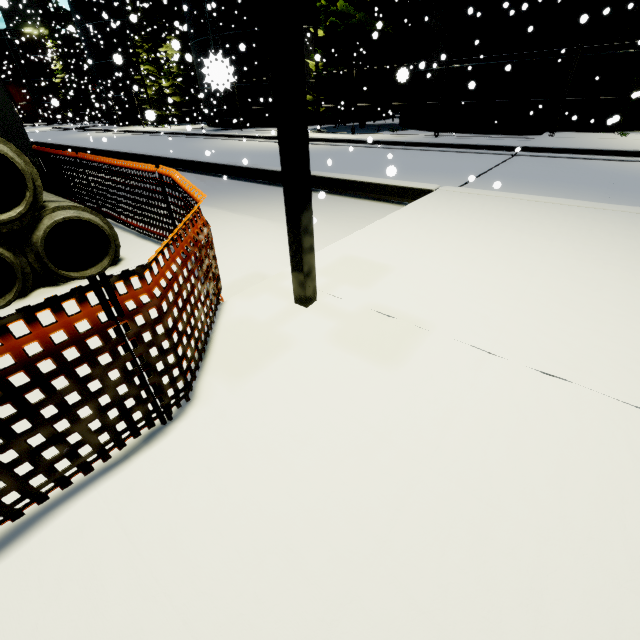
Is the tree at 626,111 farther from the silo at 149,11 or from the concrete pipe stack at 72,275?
the concrete pipe stack at 72,275

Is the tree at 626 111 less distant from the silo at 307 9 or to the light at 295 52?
the silo at 307 9

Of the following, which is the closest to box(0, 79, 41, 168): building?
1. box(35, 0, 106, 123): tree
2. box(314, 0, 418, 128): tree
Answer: box(314, 0, 418, 128): tree

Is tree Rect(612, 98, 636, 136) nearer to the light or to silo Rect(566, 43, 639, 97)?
silo Rect(566, 43, 639, 97)

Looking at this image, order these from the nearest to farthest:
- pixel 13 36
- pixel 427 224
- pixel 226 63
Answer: pixel 226 63, pixel 427 224, pixel 13 36

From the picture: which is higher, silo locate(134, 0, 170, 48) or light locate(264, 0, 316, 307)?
silo locate(134, 0, 170, 48)

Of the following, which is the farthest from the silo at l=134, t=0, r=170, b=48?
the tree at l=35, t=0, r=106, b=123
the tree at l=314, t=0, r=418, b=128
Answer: the tree at l=35, t=0, r=106, b=123

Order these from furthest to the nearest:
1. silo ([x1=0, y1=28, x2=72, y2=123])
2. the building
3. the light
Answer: silo ([x1=0, y1=28, x2=72, y2=123]), the building, the light
